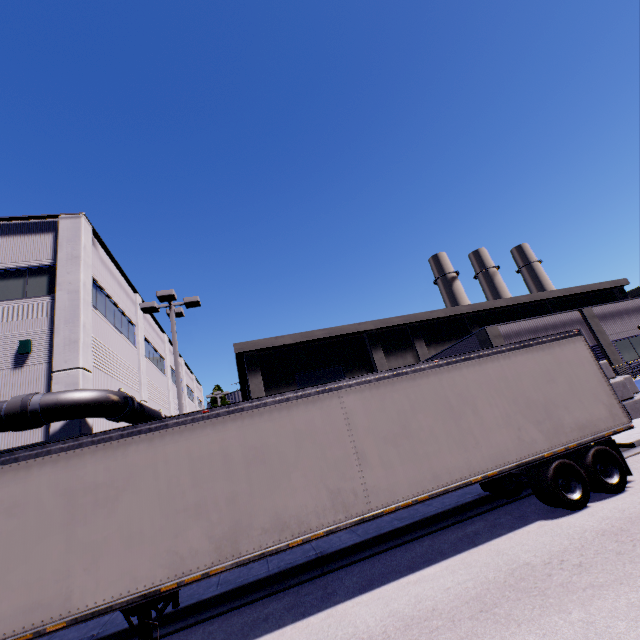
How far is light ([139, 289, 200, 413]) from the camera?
13.08m

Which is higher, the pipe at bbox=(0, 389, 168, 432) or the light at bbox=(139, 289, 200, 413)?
the light at bbox=(139, 289, 200, 413)

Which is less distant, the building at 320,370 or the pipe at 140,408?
the pipe at 140,408

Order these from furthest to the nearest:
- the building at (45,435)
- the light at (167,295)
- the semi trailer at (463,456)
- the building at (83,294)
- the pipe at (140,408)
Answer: the light at (167,295), the building at (83,294), the building at (45,435), the pipe at (140,408), the semi trailer at (463,456)

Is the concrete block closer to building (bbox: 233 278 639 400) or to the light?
building (bbox: 233 278 639 400)

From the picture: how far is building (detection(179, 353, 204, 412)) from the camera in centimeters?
3525cm

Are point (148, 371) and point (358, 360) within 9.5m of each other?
no

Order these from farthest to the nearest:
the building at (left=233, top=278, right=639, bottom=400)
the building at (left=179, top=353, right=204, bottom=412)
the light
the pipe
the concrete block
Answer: the building at (left=179, top=353, right=204, bottom=412), the building at (left=233, top=278, right=639, bottom=400), the concrete block, the light, the pipe
